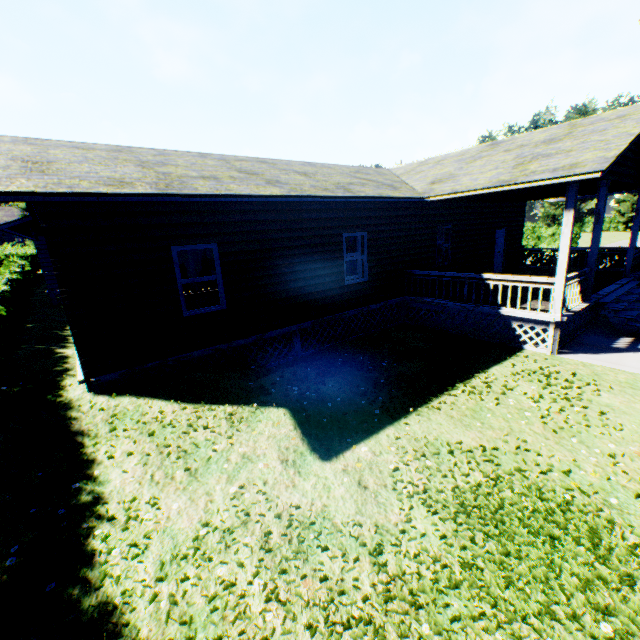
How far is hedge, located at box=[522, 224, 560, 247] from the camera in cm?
3198

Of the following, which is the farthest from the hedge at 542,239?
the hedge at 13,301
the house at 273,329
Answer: the hedge at 13,301

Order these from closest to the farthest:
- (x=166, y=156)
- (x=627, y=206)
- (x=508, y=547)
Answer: (x=508, y=547) → (x=166, y=156) → (x=627, y=206)

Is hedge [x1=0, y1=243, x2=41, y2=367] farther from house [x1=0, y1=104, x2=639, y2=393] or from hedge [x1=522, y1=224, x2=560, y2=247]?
hedge [x1=522, y1=224, x2=560, y2=247]

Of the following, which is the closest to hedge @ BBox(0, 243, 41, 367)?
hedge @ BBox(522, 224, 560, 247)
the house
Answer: the house

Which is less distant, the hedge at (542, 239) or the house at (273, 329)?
the house at (273, 329)

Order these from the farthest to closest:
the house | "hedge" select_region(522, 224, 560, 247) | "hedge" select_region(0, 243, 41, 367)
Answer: "hedge" select_region(522, 224, 560, 247)
"hedge" select_region(0, 243, 41, 367)
the house
